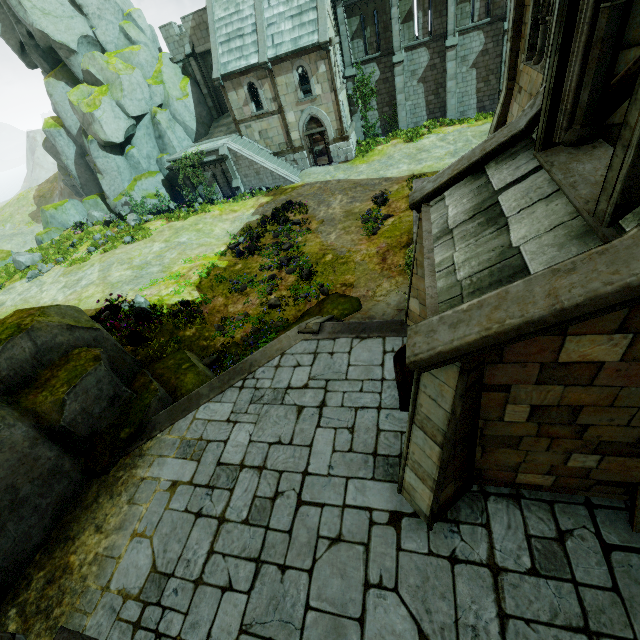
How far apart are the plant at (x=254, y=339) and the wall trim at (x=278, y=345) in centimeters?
101cm

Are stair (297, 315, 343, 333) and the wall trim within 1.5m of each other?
yes

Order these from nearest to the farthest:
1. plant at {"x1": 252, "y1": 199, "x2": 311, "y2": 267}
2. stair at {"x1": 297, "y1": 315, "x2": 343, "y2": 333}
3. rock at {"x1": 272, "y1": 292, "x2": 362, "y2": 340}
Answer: stair at {"x1": 297, "y1": 315, "x2": 343, "y2": 333}
rock at {"x1": 272, "y1": 292, "x2": 362, "y2": 340}
plant at {"x1": 252, "y1": 199, "x2": 311, "y2": 267}

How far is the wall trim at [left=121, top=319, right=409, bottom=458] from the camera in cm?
913

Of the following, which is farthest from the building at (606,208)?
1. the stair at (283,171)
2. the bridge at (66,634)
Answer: the stair at (283,171)

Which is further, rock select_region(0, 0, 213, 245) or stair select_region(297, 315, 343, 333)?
rock select_region(0, 0, 213, 245)

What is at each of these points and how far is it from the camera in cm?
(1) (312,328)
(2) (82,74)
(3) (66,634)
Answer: (1) stair, 1028
(2) rock, 2428
(3) bridge, 595

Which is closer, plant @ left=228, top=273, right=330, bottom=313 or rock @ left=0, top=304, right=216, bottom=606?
rock @ left=0, top=304, right=216, bottom=606
